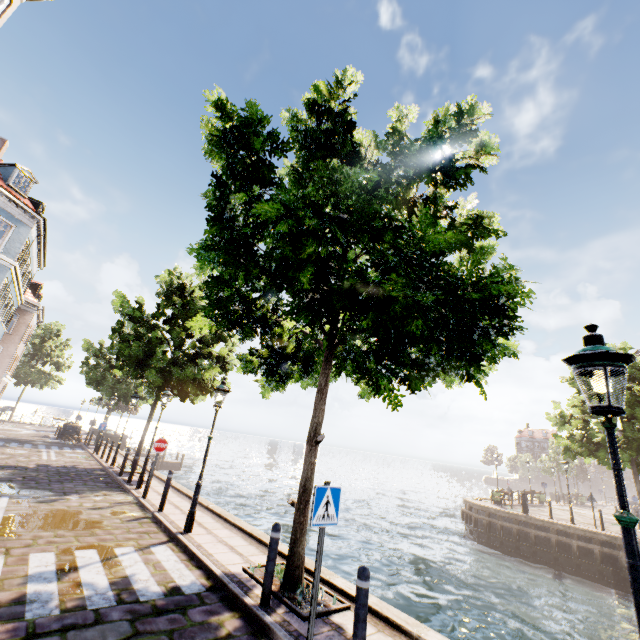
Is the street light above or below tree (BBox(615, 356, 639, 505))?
below

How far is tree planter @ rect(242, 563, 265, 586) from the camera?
5.79m

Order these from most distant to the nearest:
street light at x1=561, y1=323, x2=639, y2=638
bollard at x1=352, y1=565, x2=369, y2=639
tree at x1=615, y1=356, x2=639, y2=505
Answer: tree at x1=615, y1=356, x2=639, y2=505, bollard at x1=352, y1=565, x2=369, y2=639, street light at x1=561, y1=323, x2=639, y2=638

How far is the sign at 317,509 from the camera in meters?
4.3 m

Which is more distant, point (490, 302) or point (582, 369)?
point (490, 302)

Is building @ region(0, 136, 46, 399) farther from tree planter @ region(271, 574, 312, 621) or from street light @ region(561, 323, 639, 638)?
tree planter @ region(271, 574, 312, 621)

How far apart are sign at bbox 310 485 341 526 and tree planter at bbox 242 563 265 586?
1.6m

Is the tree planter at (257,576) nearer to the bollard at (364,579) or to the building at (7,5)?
the bollard at (364,579)
